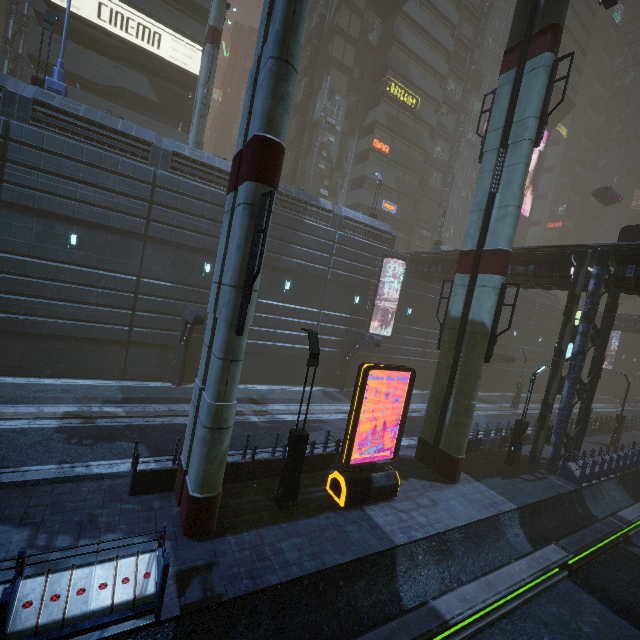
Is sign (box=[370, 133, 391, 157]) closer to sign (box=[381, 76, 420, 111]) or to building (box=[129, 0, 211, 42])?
building (box=[129, 0, 211, 42])

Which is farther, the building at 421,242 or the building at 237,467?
the building at 421,242

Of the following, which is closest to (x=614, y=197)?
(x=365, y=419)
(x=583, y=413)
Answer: (x=583, y=413)

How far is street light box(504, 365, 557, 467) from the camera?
16.69m

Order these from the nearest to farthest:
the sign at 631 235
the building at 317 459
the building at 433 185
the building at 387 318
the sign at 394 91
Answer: the building at 317 459 → the sign at 631 235 → the building at 387 318 → the sign at 394 91 → the building at 433 185

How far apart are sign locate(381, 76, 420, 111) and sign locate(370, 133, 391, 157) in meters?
4.3

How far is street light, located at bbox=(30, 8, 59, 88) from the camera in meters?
16.5 m

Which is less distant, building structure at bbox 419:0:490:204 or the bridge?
the bridge
